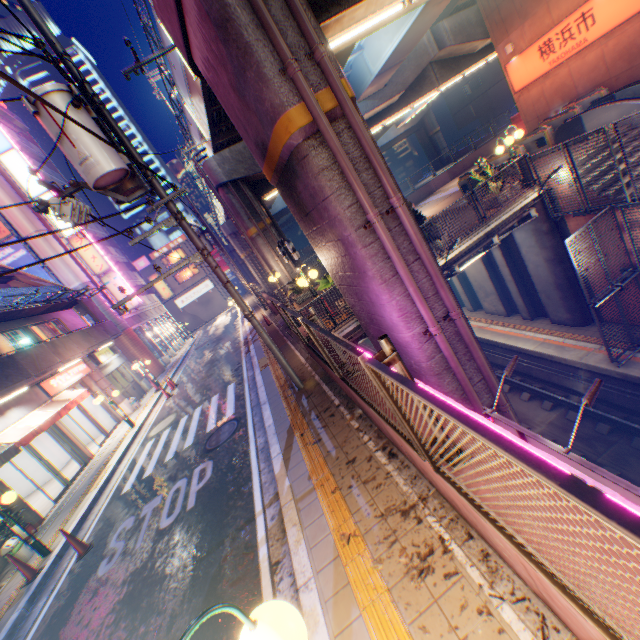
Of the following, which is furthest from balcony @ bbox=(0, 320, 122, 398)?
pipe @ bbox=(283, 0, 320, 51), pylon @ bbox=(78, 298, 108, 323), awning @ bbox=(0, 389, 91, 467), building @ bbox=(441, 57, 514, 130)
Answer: building @ bbox=(441, 57, 514, 130)

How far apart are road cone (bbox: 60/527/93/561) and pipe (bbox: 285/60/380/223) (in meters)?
9.54

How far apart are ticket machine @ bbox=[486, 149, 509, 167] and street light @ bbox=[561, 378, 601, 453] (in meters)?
14.41

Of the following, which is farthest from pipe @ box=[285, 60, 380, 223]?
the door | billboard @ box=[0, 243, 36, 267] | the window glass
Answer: billboard @ box=[0, 243, 36, 267]

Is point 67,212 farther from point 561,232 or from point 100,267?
point 100,267

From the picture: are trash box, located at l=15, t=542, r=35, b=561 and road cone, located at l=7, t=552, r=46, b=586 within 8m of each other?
yes

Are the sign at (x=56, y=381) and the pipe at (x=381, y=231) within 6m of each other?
no

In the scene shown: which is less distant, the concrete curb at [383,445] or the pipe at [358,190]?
the concrete curb at [383,445]
